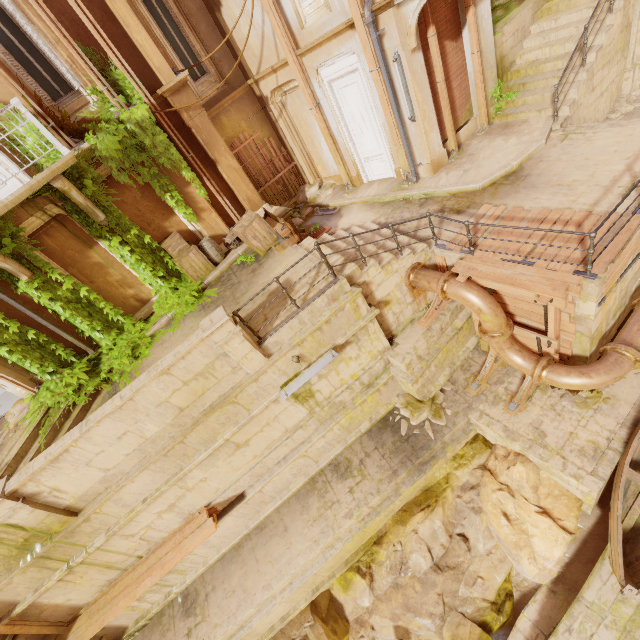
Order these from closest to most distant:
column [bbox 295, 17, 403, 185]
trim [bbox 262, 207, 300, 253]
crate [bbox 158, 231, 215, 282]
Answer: column [bbox 295, 17, 403, 185] < trim [bbox 262, 207, 300, 253] < crate [bbox 158, 231, 215, 282]

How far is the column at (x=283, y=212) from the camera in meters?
10.9 m

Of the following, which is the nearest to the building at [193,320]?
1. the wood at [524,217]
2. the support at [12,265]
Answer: the wood at [524,217]

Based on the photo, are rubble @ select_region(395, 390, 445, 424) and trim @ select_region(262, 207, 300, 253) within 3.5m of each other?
no

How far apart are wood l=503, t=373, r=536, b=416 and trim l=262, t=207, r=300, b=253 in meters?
6.9 m

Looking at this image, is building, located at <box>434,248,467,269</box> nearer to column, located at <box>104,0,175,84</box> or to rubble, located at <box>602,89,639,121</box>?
rubble, located at <box>602,89,639,121</box>

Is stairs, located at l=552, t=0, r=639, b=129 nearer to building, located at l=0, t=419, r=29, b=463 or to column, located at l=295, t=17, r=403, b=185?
building, located at l=0, t=419, r=29, b=463

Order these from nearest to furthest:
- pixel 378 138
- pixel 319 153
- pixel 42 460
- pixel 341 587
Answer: pixel 42 460
pixel 341 587
pixel 378 138
pixel 319 153
